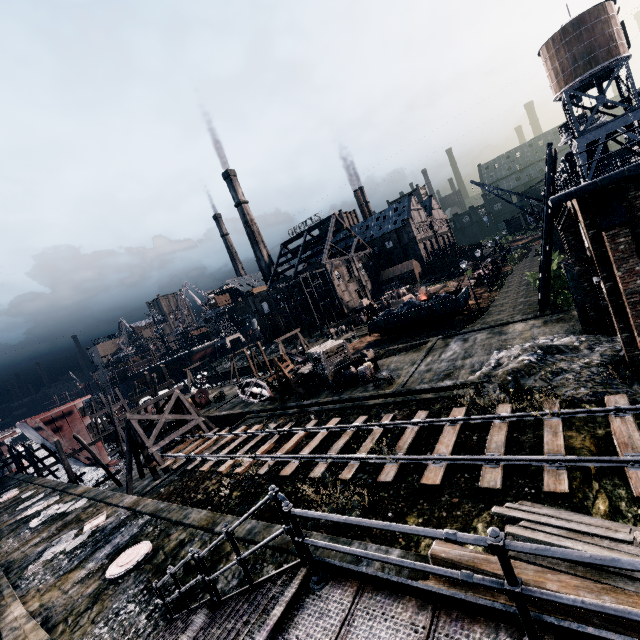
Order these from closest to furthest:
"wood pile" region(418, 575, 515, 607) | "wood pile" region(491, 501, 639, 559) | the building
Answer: "wood pile" region(418, 575, 515, 607)
"wood pile" region(491, 501, 639, 559)
the building

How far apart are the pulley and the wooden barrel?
22.5 meters

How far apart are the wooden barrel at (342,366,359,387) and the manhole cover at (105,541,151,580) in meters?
15.7 m

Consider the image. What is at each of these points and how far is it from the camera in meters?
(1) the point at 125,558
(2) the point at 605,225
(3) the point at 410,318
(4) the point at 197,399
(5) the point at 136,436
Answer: (1) manhole cover, 13.7
(2) building, 12.0
(3) rail car container, 35.2
(4) pulley, 40.4
(5) wooden support structure, 26.7

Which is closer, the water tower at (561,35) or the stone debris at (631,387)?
the stone debris at (631,387)

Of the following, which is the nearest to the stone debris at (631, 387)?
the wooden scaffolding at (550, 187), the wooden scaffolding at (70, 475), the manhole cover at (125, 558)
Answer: the wooden scaffolding at (550, 187)

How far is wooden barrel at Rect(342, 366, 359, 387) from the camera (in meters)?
25.55

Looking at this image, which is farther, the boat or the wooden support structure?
the boat
